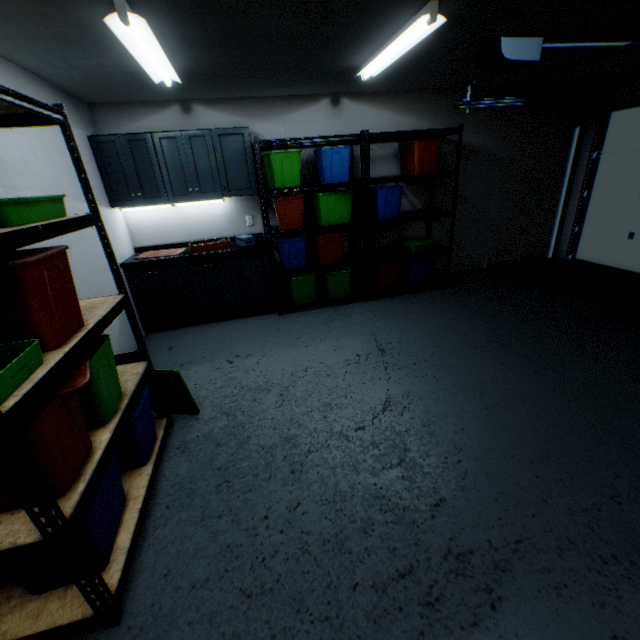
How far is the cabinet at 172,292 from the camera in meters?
3.6

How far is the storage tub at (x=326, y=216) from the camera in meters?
3.8 m

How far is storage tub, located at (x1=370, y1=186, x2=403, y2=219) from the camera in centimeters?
384cm

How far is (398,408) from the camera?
2.34m

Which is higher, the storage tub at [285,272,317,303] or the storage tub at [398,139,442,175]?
the storage tub at [398,139,442,175]

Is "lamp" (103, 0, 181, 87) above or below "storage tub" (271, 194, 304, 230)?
above

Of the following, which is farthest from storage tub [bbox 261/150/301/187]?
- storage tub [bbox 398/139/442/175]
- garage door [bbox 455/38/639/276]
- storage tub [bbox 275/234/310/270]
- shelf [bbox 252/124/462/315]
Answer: garage door [bbox 455/38/639/276]

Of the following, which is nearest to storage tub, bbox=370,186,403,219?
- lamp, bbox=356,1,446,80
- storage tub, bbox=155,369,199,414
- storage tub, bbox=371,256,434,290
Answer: storage tub, bbox=371,256,434,290
